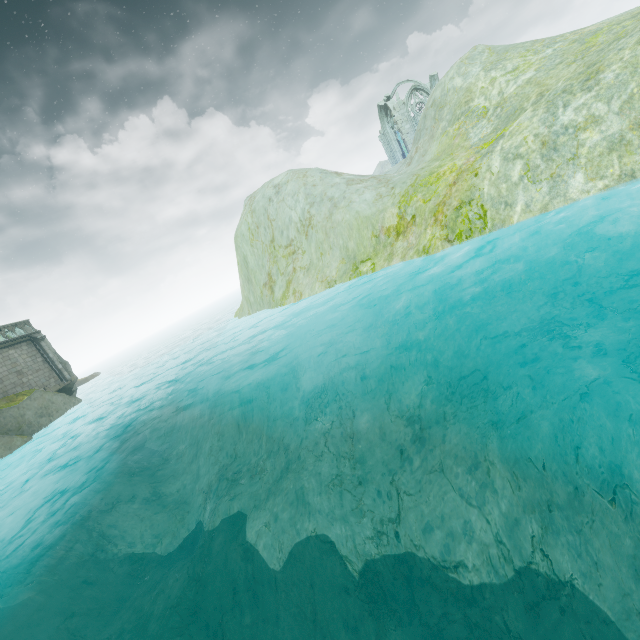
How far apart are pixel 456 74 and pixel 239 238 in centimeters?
1723cm

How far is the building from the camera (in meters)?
39.97

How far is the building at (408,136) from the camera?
39.97m

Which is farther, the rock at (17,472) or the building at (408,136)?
the building at (408,136)

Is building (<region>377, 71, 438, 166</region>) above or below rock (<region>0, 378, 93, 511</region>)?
above

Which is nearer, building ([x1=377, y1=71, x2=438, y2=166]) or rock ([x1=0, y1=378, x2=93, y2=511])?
rock ([x1=0, y1=378, x2=93, y2=511])
